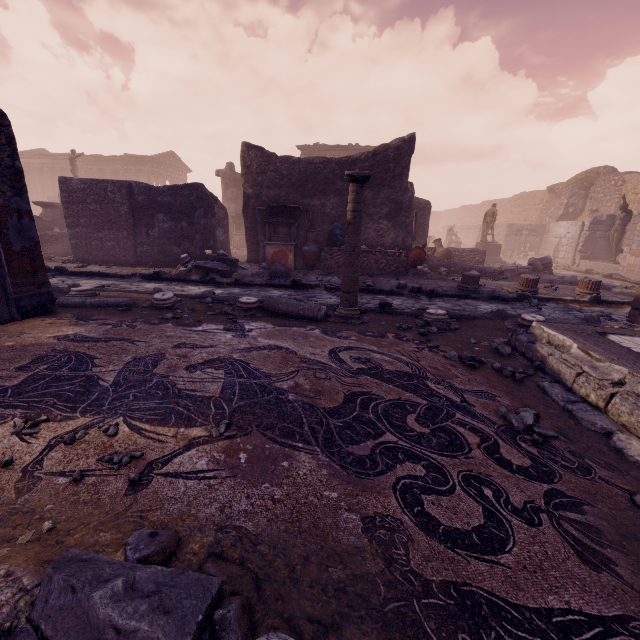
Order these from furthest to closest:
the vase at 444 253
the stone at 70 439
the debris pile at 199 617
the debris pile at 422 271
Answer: the vase at 444 253, the debris pile at 422 271, the stone at 70 439, the debris pile at 199 617

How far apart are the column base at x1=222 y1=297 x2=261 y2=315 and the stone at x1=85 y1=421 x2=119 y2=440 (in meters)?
3.43

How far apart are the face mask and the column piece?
5.5 meters

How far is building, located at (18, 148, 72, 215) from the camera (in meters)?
33.91

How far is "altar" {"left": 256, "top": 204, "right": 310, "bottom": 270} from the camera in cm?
1090

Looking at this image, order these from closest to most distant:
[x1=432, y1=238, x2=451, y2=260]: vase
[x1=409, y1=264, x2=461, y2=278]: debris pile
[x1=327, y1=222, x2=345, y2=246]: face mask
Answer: [x1=409, y1=264, x2=461, y2=278]: debris pile
[x1=327, y1=222, x2=345, y2=246]: face mask
[x1=432, y1=238, x2=451, y2=260]: vase

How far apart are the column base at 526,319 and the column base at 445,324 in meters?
0.9

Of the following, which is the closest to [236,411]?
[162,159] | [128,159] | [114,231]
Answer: [114,231]
